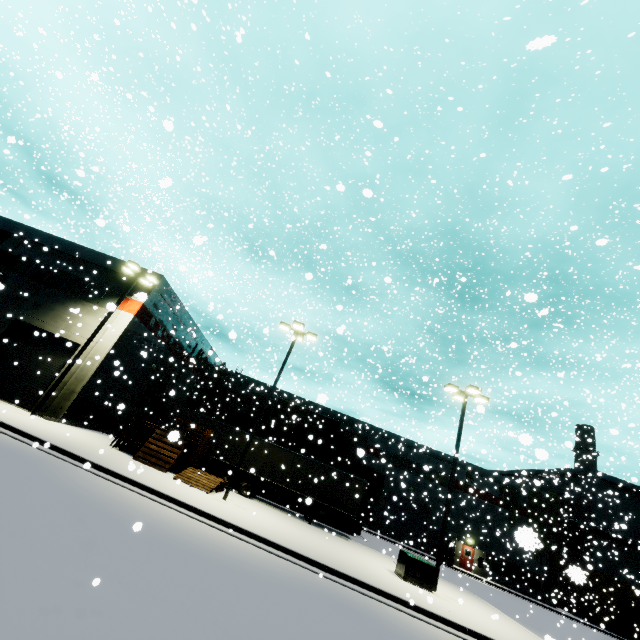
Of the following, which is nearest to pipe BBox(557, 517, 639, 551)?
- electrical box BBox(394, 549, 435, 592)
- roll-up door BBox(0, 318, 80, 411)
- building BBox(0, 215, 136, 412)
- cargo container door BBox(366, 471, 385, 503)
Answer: building BBox(0, 215, 136, 412)

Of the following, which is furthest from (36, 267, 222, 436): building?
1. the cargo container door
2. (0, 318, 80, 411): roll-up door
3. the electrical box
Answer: the electrical box

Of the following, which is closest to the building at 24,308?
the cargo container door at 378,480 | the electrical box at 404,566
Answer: the cargo container door at 378,480

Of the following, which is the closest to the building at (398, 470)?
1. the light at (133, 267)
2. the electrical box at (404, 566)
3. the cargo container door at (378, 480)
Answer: the light at (133, 267)

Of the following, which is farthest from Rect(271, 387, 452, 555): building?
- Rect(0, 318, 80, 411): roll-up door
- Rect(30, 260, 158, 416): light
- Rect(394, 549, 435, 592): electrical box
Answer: Rect(394, 549, 435, 592): electrical box

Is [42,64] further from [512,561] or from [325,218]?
[512,561]

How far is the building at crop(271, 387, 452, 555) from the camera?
36.0 meters

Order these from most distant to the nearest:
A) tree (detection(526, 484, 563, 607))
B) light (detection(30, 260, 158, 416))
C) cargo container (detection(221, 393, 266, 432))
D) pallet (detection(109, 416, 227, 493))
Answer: cargo container (detection(221, 393, 266, 432))
tree (detection(526, 484, 563, 607))
light (detection(30, 260, 158, 416))
pallet (detection(109, 416, 227, 493))
